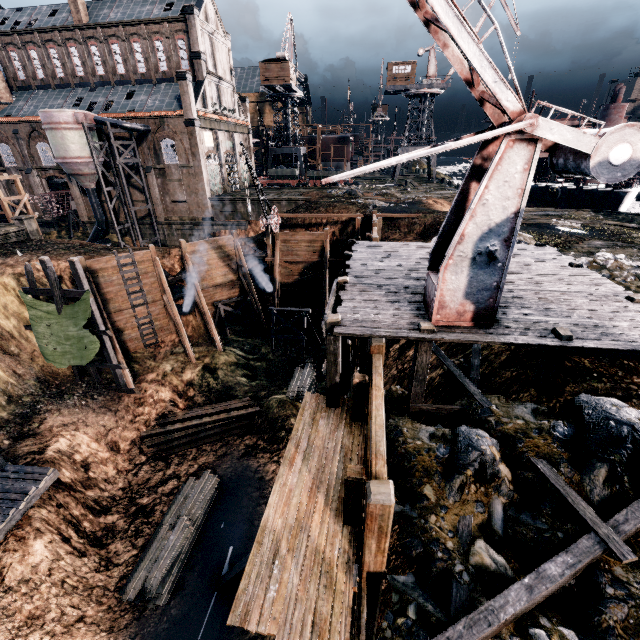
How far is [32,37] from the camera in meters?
41.3

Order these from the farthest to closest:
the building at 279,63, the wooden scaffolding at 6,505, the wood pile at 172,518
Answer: the building at 279,63 < the wood pile at 172,518 < the wooden scaffolding at 6,505

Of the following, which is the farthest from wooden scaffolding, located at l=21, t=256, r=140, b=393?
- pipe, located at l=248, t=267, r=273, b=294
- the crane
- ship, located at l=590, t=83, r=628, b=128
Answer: the crane

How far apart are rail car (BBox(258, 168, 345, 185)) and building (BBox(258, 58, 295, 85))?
12.83m

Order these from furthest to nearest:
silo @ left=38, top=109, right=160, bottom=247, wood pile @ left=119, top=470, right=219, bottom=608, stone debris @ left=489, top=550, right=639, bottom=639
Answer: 1. silo @ left=38, top=109, right=160, bottom=247
2. wood pile @ left=119, top=470, right=219, bottom=608
3. stone debris @ left=489, top=550, right=639, bottom=639

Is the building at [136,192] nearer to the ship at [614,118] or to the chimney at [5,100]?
the chimney at [5,100]

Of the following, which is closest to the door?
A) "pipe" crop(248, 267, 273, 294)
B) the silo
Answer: the silo

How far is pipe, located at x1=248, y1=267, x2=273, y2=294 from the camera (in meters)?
30.34
